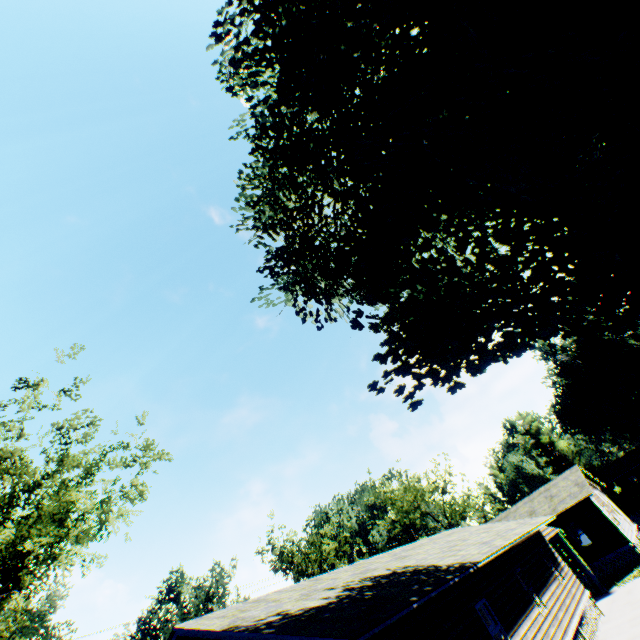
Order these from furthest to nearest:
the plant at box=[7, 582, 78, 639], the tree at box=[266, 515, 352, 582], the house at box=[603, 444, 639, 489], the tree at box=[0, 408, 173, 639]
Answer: the house at box=[603, 444, 639, 489], the plant at box=[7, 582, 78, 639], the tree at box=[266, 515, 352, 582], the tree at box=[0, 408, 173, 639]

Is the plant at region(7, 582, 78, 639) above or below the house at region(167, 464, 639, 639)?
above

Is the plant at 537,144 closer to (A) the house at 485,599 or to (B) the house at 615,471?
(A) the house at 485,599

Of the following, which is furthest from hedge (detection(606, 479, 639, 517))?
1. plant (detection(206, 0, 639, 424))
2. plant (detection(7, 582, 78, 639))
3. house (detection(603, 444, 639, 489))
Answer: plant (detection(7, 582, 78, 639))

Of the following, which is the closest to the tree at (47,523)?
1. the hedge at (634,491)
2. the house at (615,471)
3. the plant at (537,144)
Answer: the plant at (537,144)

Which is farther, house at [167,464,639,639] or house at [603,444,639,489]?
house at [603,444,639,489]

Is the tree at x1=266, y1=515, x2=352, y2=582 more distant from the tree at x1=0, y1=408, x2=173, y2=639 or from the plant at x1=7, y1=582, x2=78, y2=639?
the tree at x1=0, y1=408, x2=173, y2=639

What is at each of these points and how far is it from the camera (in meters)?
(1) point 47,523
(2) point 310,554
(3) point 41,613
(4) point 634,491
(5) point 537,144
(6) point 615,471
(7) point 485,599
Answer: (1) tree, 11.74
(2) tree, 53.66
(3) plant, 52.38
(4) hedge, 45.41
(5) plant, 7.95
(6) house, 57.88
(7) house, 11.62
